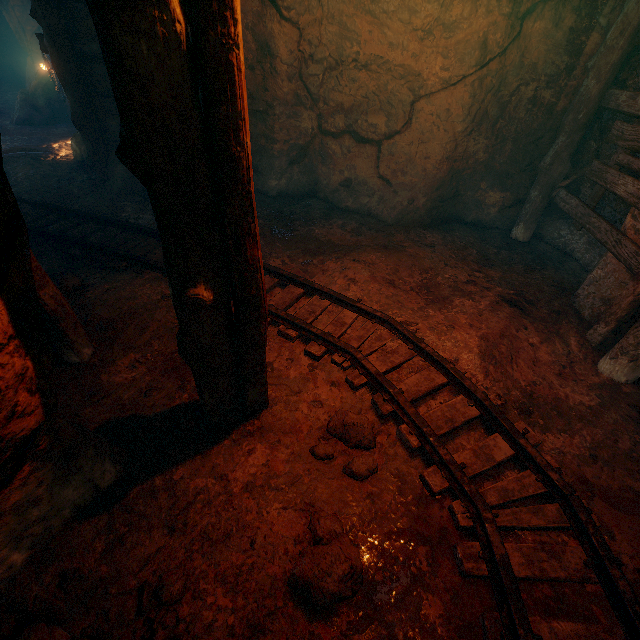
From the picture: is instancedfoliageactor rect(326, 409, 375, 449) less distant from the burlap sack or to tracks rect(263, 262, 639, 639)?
tracks rect(263, 262, 639, 639)

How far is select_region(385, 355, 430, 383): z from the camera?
3.4 meters

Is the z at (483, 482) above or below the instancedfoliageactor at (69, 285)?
below

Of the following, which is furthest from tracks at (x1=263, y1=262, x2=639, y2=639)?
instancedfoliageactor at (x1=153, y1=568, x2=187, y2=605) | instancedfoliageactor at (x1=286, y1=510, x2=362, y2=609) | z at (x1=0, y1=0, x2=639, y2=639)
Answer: Answer: instancedfoliageactor at (x1=153, y1=568, x2=187, y2=605)

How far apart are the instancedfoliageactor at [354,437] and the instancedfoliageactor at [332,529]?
0.3m

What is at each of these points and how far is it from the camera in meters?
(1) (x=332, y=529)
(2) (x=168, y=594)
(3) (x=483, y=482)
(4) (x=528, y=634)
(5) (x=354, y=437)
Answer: (1) instancedfoliageactor, 2.1
(2) instancedfoliageactor, 1.8
(3) z, 2.6
(4) tracks, 1.8
(5) instancedfoliageactor, 2.7

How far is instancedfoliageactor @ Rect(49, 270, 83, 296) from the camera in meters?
3.8 m

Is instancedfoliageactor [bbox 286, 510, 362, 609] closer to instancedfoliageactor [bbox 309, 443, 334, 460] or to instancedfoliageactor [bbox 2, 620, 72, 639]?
instancedfoliageactor [bbox 309, 443, 334, 460]
